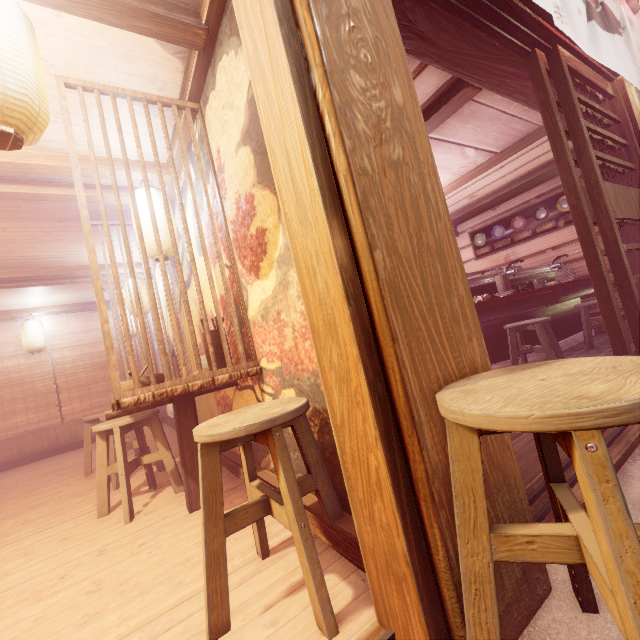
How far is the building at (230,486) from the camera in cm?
408

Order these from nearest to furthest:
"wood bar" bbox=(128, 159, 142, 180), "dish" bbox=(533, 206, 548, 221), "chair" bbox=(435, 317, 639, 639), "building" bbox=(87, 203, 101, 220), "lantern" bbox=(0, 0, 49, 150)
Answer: "chair" bbox=(435, 317, 639, 639) < "lantern" bbox=(0, 0, 49, 150) < "wood bar" bbox=(128, 159, 142, 180) < "building" bbox=(87, 203, 101, 220) < "dish" bbox=(533, 206, 548, 221)

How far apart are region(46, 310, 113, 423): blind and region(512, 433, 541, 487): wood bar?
13.4m

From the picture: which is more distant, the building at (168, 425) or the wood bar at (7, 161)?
the building at (168, 425)

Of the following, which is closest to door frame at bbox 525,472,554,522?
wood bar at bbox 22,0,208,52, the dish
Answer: wood bar at bbox 22,0,208,52

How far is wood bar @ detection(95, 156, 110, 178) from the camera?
4.9 meters

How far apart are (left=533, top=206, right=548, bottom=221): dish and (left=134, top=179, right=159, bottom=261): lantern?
11.4 meters

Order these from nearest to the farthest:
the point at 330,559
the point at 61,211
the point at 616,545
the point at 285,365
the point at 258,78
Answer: the point at 616,545 < the point at 258,78 < the point at 330,559 < the point at 285,365 < the point at 61,211
